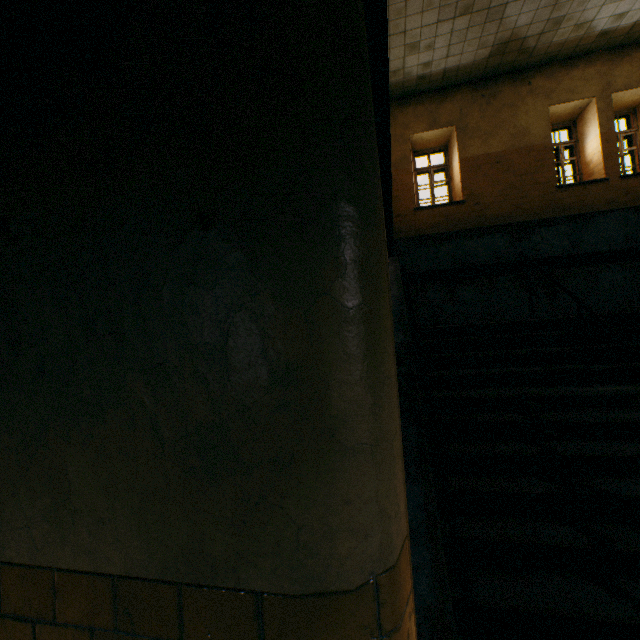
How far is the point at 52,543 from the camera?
0.9m
